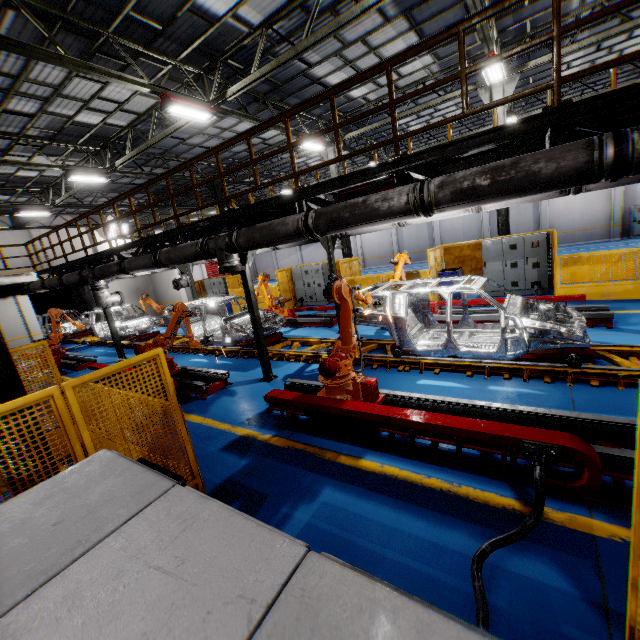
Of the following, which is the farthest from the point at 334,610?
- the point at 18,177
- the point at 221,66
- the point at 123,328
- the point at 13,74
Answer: the point at 18,177

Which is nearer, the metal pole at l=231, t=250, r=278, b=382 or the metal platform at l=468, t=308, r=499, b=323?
the metal pole at l=231, t=250, r=278, b=382

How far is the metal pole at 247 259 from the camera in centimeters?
759cm

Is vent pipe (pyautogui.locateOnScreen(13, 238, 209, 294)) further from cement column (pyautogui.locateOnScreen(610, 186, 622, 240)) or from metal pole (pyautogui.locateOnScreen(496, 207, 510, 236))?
cement column (pyautogui.locateOnScreen(610, 186, 622, 240))

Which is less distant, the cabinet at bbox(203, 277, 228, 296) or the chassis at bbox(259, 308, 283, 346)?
the chassis at bbox(259, 308, 283, 346)

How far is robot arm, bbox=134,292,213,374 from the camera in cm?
893

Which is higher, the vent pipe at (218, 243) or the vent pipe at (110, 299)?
the vent pipe at (218, 243)

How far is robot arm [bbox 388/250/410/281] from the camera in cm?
938
